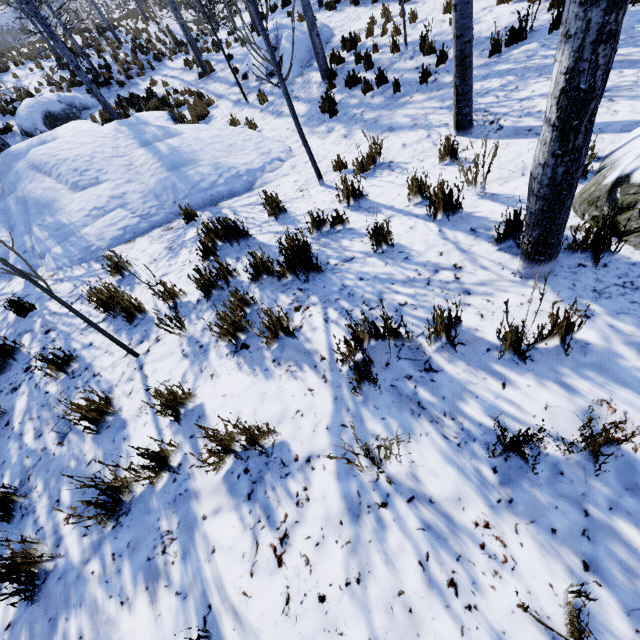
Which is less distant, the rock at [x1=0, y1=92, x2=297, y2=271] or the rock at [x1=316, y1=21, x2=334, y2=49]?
the rock at [x1=0, y1=92, x2=297, y2=271]

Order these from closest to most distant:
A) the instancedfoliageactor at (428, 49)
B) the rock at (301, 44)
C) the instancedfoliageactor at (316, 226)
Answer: the instancedfoliageactor at (316, 226), the instancedfoliageactor at (428, 49), the rock at (301, 44)

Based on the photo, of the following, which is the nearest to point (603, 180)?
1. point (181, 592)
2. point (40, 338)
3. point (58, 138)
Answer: point (181, 592)

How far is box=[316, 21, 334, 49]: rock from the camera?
10.31m

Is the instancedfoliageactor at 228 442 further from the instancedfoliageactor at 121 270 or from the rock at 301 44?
the rock at 301 44

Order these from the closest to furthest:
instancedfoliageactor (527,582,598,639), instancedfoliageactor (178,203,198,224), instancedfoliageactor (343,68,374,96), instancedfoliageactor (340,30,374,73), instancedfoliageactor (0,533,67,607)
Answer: instancedfoliageactor (527,582,598,639), instancedfoliageactor (0,533,67,607), instancedfoliageactor (178,203,198,224), instancedfoliageactor (343,68,374,96), instancedfoliageactor (340,30,374,73)

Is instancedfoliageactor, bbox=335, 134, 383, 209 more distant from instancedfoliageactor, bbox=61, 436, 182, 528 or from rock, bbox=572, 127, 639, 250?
instancedfoliageactor, bbox=61, 436, 182, 528

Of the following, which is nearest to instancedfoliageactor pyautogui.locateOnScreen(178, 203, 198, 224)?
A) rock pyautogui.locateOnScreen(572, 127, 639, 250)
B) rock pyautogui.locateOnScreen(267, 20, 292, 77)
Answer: rock pyautogui.locateOnScreen(572, 127, 639, 250)
